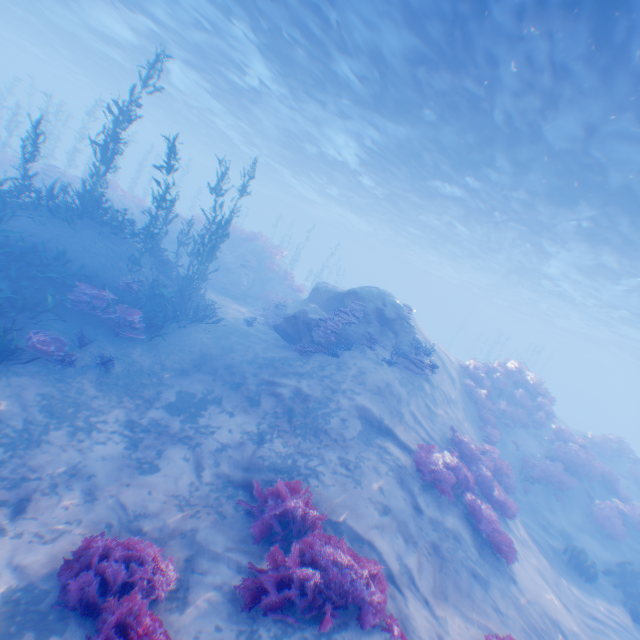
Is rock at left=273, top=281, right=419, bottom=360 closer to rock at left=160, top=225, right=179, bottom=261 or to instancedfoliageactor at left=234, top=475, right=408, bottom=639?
instancedfoliageactor at left=234, top=475, right=408, bottom=639

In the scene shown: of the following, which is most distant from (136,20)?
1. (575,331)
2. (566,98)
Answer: (575,331)

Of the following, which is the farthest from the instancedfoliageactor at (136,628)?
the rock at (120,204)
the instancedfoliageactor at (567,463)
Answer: the rock at (120,204)

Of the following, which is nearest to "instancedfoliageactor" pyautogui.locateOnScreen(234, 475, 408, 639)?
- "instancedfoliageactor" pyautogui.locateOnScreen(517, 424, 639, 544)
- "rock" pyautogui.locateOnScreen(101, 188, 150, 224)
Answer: "instancedfoliageactor" pyautogui.locateOnScreen(517, 424, 639, 544)

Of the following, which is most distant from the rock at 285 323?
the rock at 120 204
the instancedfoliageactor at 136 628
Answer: the rock at 120 204

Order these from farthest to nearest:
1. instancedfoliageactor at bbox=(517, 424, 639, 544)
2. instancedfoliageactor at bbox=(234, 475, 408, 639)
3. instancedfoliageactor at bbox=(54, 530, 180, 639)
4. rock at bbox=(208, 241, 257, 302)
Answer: rock at bbox=(208, 241, 257, 302), instancedfoliageactor at bbox=(517, 424, 639, 544), instancedfoliageactor at bbox=(234, 475, 408, 639), instancedfoliageactor at bbox=(54, 530, 180, 639)

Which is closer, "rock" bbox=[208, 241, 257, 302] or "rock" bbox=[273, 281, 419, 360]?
"rock" bbox=[273, 281, 419, 360]

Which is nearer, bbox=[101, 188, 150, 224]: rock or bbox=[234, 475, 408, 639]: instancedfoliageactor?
bbox=[234, 475, 408, 639]: instancedfoliageactor
